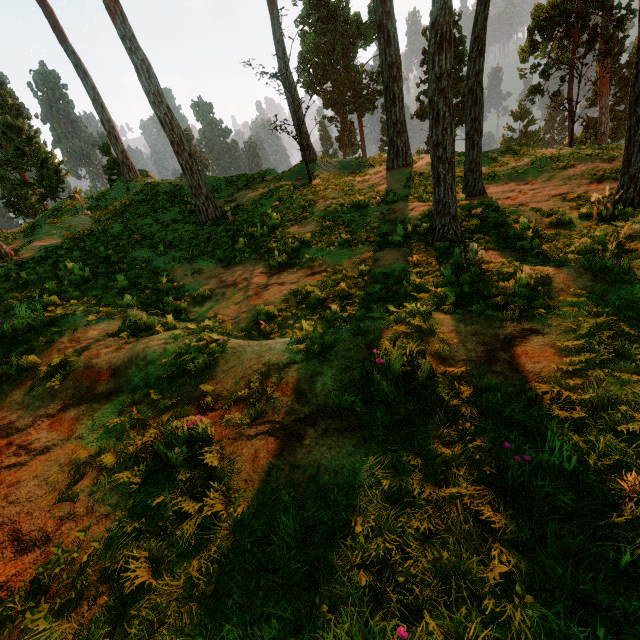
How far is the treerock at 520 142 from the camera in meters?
31.4 m

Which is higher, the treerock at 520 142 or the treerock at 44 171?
the treerock at 44 171

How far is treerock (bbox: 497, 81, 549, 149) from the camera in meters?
31.4

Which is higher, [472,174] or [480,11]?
[480,11]

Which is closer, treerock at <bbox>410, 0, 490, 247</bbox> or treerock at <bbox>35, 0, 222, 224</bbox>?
treerock at <bbox>410, 0, 490, 247</bbox>

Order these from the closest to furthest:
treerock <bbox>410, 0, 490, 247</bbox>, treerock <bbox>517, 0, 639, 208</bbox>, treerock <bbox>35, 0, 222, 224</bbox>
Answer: treerock <bbox>410, 0, 490, 247</bbox> < treerock <bbox>517, 0, 639, 208</bbox> < treerock <bbox>35, 0, 222, 224</bbox>

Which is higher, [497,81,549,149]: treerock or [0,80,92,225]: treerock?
[0,80,92,225]: treerock
